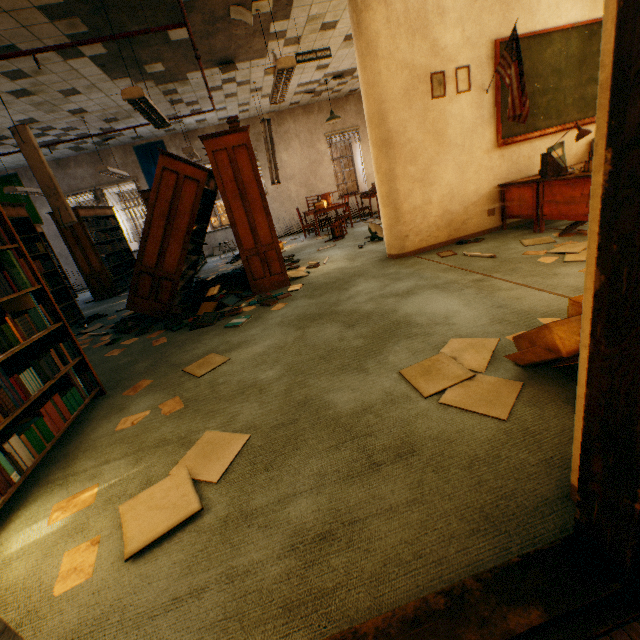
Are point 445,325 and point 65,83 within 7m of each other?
no

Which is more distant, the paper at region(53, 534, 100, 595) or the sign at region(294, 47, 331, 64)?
the sign at region(294, 47, 331, 64)

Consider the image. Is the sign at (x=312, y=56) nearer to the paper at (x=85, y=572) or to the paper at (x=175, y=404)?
the paper at (x=175, y=404)

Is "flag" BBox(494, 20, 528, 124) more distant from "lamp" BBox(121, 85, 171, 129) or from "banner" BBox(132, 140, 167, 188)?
"banner" BBox(132, 140, 167, 188)

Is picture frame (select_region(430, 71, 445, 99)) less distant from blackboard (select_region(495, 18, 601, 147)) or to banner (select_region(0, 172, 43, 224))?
blackboard (select_region(495, 18, 601, 147))

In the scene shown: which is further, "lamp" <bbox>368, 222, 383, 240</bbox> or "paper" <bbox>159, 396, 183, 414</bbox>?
"lamp" <bbox>368, 222, 383, 240</bbox>

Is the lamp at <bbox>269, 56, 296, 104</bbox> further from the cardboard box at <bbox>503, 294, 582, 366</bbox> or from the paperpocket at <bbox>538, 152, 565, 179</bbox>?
the cardboard box at <bbox>503, 294, 582, 366</bbox>

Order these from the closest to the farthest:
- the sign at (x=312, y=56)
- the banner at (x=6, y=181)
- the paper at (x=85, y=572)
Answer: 1. the paper at (x=85, y=572)
2. the sign at (x=312, y=56)
3. the banner at (x=6, y=181)
